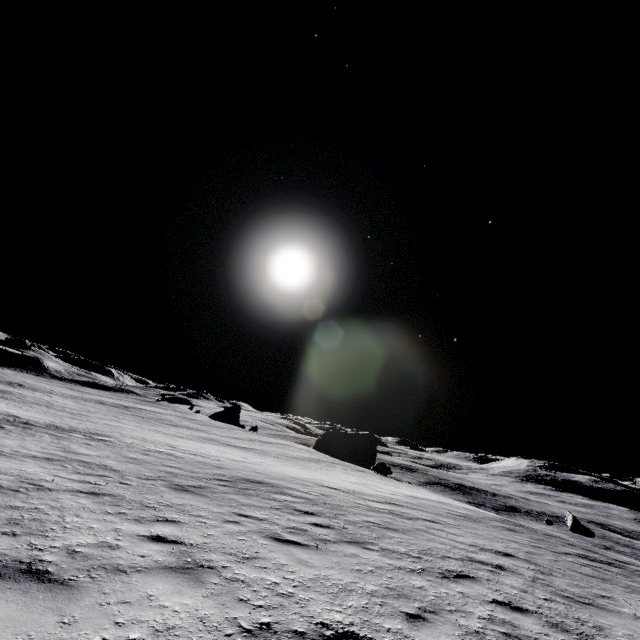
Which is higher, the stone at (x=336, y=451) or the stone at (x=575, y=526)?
the stone at (x=336, y=451)

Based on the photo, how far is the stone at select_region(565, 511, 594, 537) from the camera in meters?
36.2 m

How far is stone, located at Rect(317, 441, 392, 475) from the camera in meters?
40.2 m

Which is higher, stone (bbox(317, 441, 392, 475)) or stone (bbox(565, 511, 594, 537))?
stone (bbox(317, 441, 392, 475))

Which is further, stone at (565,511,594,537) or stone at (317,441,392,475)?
stone at (317,441,392,475)

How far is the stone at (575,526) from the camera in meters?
36.2

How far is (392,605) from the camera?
4.4m
